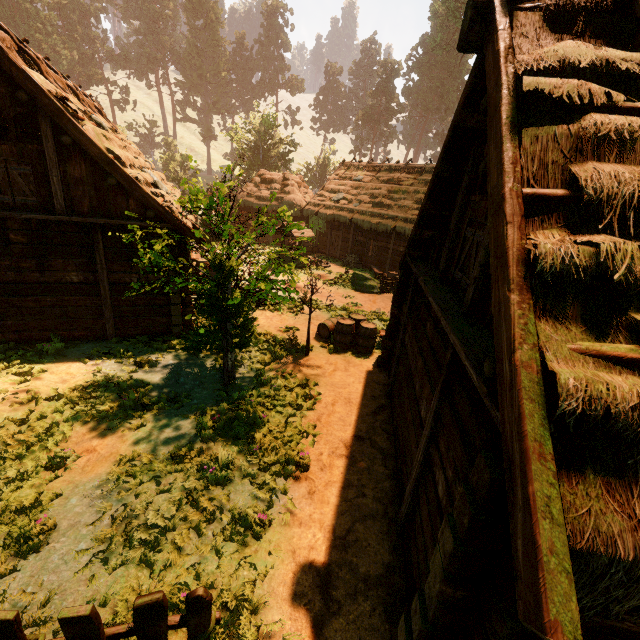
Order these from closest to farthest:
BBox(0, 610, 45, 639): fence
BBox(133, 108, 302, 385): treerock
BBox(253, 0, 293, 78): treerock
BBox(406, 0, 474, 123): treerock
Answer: BBox(0, 610, 45, 639): fence, BBox(133, 108, 302, 385): treerock, BBox(406, 0, 474, 123): treerock, BBox(253, 0, 293, 78): treerock

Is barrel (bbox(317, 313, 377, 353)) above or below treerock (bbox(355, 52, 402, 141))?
below

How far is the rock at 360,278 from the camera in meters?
18.5

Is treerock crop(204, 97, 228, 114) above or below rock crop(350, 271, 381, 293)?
above

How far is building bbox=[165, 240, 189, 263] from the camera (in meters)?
9.68

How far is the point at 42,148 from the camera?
8.22m

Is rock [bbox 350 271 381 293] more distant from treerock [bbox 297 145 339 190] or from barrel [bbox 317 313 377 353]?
barrel [bbox 317 313 377 353]

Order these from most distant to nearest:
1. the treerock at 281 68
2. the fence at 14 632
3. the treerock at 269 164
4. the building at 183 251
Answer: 1. the treerock at 281 68
2. the building at 183 251
3. the treerock at 269 164
4. the fence at 14 632
